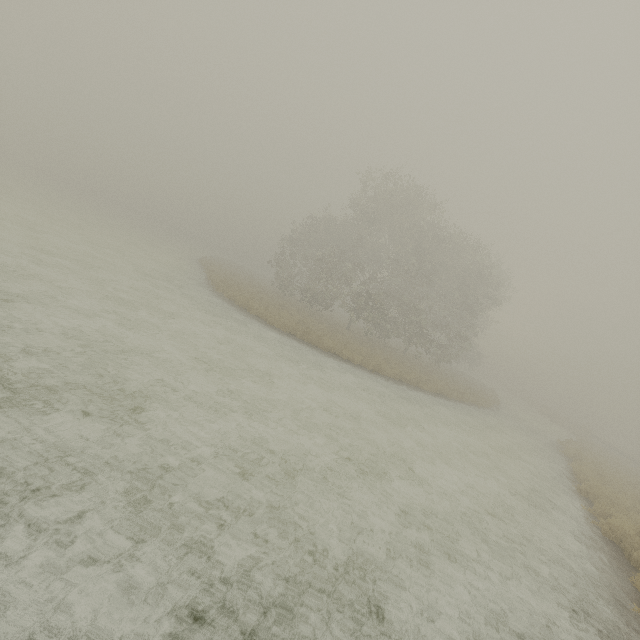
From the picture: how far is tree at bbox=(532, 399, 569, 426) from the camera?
45.2m

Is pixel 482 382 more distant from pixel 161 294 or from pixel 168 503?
pixel 168 503

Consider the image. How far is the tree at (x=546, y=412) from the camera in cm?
4518
